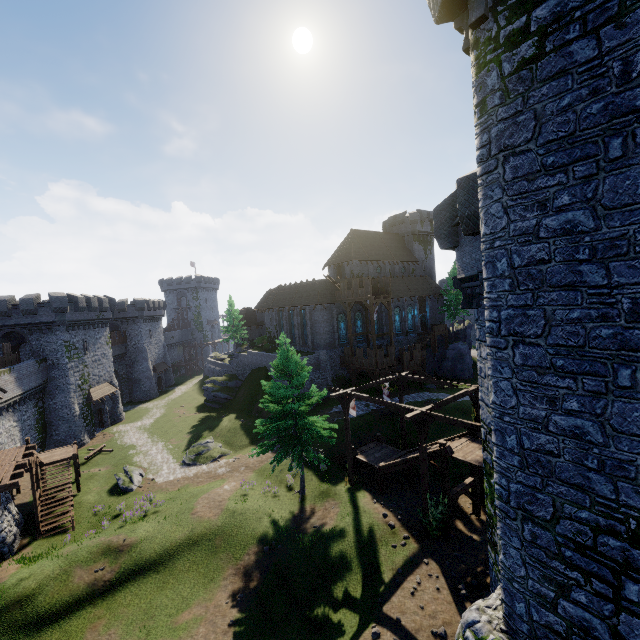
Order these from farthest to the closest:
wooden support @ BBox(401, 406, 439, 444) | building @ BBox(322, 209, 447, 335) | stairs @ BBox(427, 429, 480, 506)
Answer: building @ BBox(322, 209, 447, 335) < stairs @ BBox(427, 429, 480, 506) < wooden support @ BBox(401, 406, 439, 444)

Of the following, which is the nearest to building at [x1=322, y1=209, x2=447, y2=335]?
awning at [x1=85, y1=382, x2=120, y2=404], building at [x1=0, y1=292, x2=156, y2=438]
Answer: building at [x1=0, y1=292, x2=156, y2=438]

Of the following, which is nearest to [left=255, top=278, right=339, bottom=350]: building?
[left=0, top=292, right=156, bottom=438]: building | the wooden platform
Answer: [left=0, top=292, right=156, bottom=438]: building

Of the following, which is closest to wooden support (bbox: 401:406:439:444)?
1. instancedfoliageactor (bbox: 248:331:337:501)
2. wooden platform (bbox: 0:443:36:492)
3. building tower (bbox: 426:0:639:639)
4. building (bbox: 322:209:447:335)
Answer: instancedfoliageactor (bbox: 248:331:337:501)

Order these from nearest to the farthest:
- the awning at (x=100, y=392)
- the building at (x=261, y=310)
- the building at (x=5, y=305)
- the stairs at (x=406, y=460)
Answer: the stairs at (x=406, y=460) → the building at (x=5, y=305) → the awning at (x=100, y=392) → the building at (x=261, y=310)

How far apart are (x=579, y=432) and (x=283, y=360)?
16.8m

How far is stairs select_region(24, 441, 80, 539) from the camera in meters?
20.7

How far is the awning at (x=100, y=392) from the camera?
38.3m
